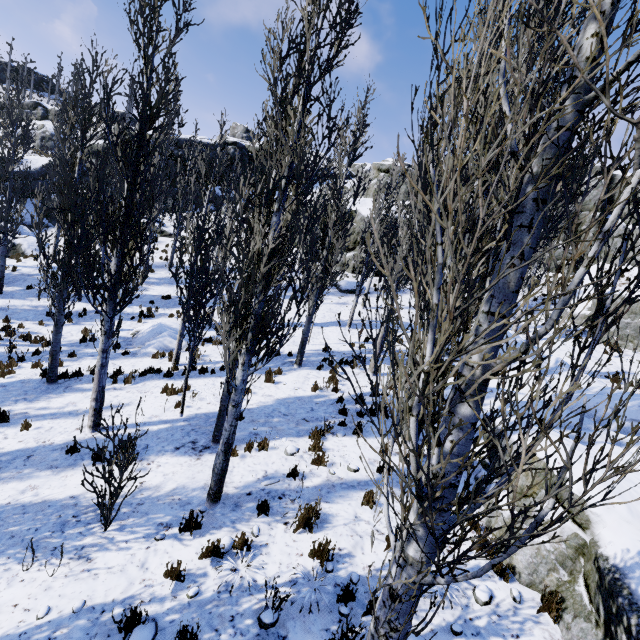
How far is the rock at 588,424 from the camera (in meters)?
5.89

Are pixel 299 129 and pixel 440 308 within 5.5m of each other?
yes

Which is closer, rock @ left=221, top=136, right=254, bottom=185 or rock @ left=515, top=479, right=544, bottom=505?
rock @ left=515, top=479, right=544, bottom=505

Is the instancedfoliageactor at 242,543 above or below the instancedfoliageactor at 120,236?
below

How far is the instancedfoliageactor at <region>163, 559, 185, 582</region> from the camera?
4.4m

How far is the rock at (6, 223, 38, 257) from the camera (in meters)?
23.07

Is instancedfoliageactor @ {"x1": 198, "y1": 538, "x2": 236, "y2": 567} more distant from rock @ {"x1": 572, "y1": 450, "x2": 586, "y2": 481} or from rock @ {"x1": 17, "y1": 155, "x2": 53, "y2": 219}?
rock @ {"x1": 17, "y1": 155, "x2": 53, "y2": 219}

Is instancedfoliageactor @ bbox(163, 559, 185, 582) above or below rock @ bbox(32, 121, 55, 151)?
below
